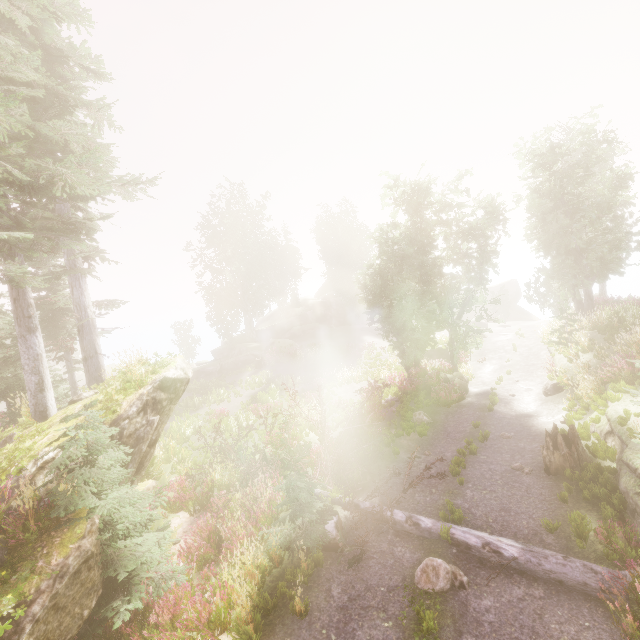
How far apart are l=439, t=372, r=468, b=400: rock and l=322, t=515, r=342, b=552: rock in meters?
10.8

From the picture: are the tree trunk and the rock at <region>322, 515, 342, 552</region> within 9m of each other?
yes

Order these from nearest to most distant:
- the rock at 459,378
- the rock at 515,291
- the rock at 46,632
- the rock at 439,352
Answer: the rock at 46,632
the rock at 459,378
the rock at 439,352
the rock at 515,291

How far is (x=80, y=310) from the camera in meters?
13.0

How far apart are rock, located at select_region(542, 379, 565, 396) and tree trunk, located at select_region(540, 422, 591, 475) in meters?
5.5 m

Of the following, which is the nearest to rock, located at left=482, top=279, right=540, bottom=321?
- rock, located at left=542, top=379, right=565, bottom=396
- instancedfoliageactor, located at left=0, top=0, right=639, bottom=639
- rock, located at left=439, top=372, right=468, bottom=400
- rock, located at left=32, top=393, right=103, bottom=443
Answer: instancedfoliageactor, located at left=0, top=0, right=639, bottom=639

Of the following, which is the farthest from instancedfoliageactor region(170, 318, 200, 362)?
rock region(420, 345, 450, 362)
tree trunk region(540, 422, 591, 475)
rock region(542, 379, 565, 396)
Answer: rock region(542, 379, 565, 396)

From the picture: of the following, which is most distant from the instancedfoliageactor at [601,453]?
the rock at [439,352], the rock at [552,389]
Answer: the rock at [552,389]
